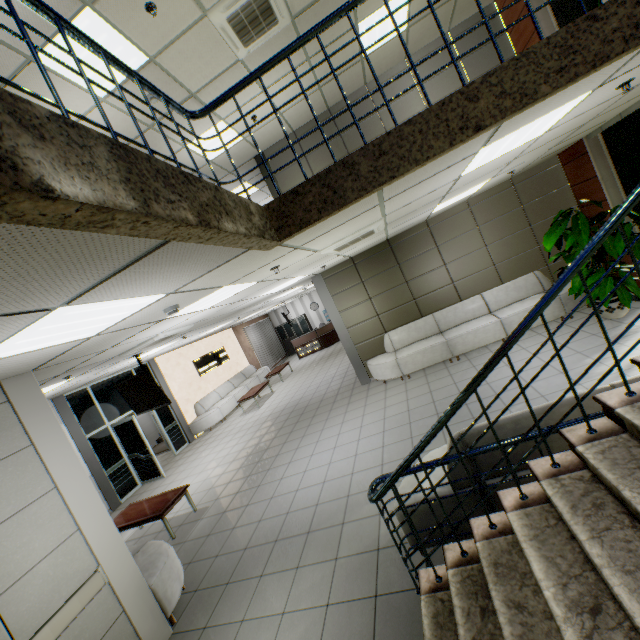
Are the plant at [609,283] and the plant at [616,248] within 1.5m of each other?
yes

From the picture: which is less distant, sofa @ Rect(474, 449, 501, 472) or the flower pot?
sofa @ Rect(474, 449, 501, 472)

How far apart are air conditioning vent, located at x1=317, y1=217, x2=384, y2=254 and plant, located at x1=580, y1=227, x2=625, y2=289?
2.97m

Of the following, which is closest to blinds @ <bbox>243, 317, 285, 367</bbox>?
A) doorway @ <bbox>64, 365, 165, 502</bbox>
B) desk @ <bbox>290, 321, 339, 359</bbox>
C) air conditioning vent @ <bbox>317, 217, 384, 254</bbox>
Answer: desk @ <bbox>290, 321, 339, 359</bbox>

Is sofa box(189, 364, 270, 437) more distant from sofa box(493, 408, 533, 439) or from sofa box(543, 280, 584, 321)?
sofa box(493, 408, 533, 439)

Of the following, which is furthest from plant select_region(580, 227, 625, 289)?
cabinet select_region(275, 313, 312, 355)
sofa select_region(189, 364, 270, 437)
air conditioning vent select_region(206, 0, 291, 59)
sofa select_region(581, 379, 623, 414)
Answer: cabinet select_region(275, 313, 312, 355)

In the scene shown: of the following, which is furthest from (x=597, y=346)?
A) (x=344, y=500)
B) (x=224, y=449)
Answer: (x=224, y=449)

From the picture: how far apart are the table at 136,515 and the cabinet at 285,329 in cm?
1501
